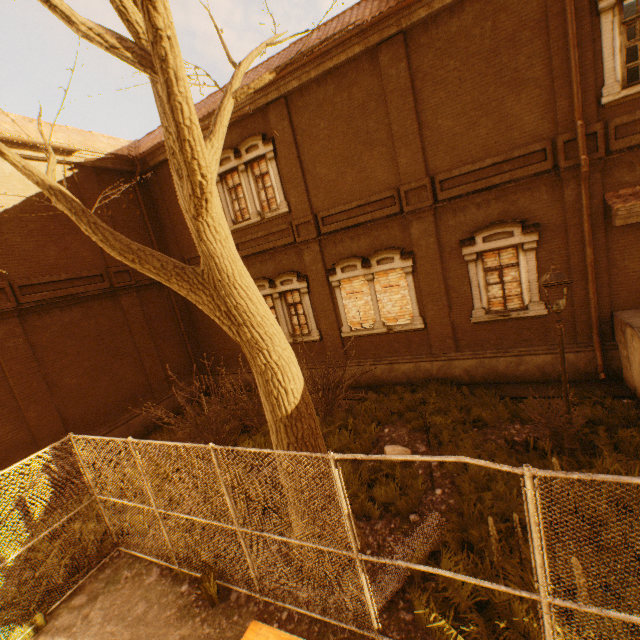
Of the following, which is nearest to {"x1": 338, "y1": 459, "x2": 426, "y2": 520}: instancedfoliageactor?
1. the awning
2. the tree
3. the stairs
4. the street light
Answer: the tree

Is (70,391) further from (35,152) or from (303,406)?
(303,406)

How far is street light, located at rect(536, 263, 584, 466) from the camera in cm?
581

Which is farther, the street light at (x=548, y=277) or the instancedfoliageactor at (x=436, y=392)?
the instancedfoliageactor at (x=436, y=392)

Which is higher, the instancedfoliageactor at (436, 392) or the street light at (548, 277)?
the street light at (548, 277)

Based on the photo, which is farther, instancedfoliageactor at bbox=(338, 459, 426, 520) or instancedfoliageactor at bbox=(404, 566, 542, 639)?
instancedfoliageactor at bbox=(338, 459, 426, 520)

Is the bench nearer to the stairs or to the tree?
the tree

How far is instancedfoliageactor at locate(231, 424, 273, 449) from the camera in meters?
9.5
